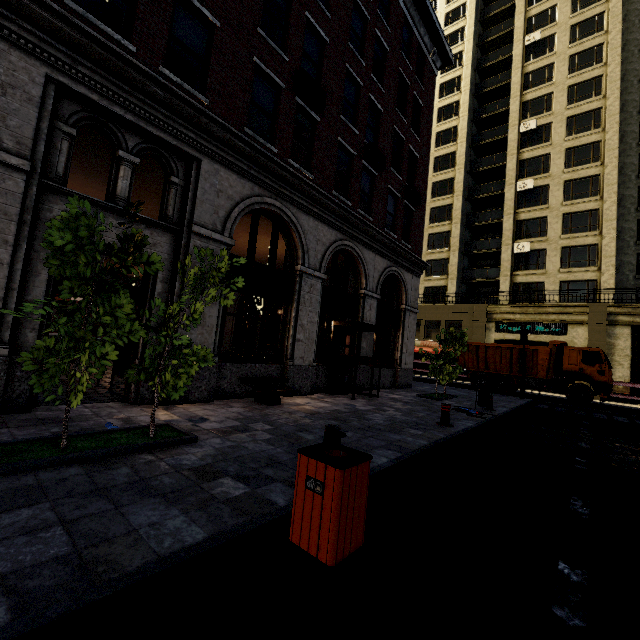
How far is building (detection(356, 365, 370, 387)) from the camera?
13.54m

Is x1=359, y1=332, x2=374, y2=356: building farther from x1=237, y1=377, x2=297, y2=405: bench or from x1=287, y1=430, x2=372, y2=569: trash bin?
x1=287, y1=430, x2=372, y2=569: trash bin

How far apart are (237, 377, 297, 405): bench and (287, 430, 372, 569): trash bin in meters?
5.3

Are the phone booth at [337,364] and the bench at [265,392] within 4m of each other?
yes

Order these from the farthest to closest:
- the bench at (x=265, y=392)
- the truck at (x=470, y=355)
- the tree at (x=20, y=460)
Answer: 1. the truck at (x=470, y=355)
2. the bench at (x=265, y=392)
3. the tree at (x=20, y=460)

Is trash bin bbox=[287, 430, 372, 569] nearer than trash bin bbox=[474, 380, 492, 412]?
Yes

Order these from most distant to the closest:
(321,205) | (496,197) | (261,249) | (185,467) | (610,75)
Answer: (496,197) → (610,75) → (261,249) → (321,205) → (185,467)

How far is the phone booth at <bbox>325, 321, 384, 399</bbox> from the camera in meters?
11.1 m
